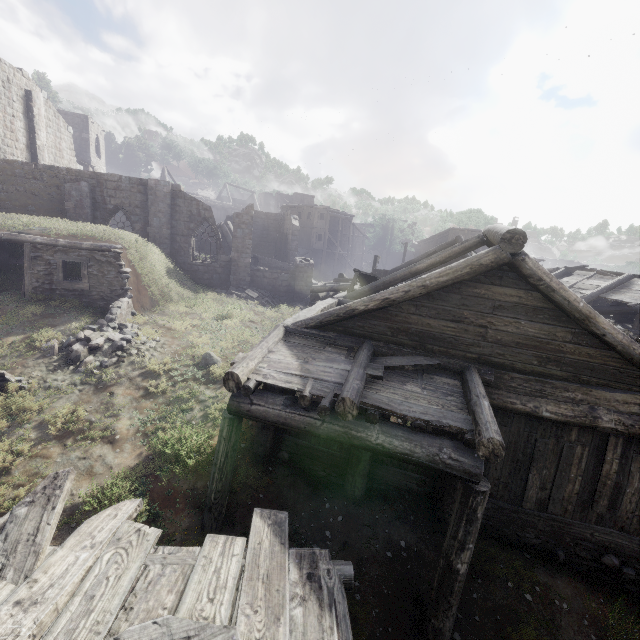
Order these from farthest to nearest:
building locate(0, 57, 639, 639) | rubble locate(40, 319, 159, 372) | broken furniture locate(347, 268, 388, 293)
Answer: broken furniture locate(347, 268, 388, 293)
rubble locate(40, 319, 159, 372)
building locate(0, 57, 639, 639)

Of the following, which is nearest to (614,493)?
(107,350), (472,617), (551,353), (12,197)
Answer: (551,353)

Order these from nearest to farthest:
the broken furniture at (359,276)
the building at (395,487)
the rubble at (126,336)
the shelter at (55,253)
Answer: the building at (395,487) → the rubble at (126,336) → the broken furniture at (359,276) → the shelter at (55,253)

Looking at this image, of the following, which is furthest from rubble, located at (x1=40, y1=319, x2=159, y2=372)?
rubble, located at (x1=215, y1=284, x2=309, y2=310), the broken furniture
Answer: rubble, located at (x1=215, y1=284, x2=309, y2=310)

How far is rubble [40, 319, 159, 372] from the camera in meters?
10.7 m

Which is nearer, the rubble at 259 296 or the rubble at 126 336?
the rubble at 126 336

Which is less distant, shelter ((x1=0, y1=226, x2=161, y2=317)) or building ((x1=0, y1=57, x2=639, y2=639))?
building ((x1=0, y1=57, x2=639, y2=639))

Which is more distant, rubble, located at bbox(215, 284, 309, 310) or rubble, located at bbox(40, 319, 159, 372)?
rubble, located at bbox(215, 284, 309, 310)
